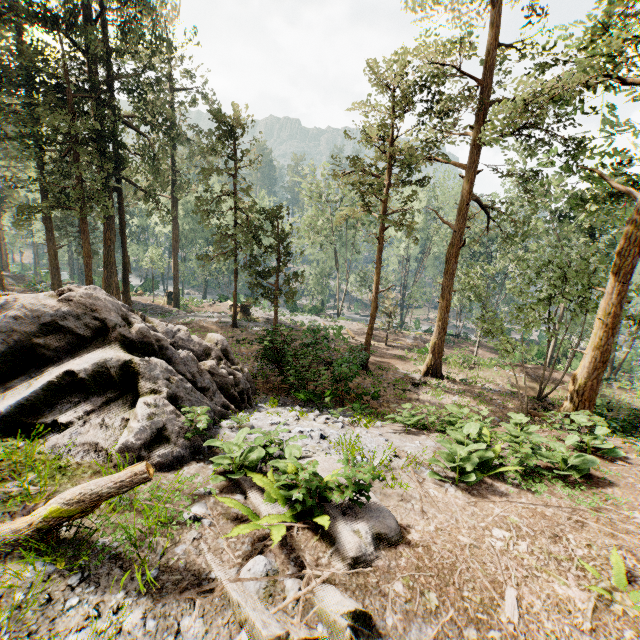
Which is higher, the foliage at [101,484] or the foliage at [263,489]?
the foliage at [101,484]

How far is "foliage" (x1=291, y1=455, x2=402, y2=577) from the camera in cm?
377

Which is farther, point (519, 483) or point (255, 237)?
point (255, 237)

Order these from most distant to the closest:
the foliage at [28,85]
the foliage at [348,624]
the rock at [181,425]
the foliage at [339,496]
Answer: the foliage at [28,85], the rock at [181,425], the foliage at [339,496], the foliage at [348,624]

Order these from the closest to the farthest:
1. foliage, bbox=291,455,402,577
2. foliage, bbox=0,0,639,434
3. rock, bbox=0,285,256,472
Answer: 1. foliage, bbox=291,455,402,577
2. rock, bbox=0,285,256,472
3. foliage, bbox=0,0,639,434

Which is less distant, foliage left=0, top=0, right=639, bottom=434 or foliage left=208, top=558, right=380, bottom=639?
foliage left=208, top=558, right=380, bottom=639
